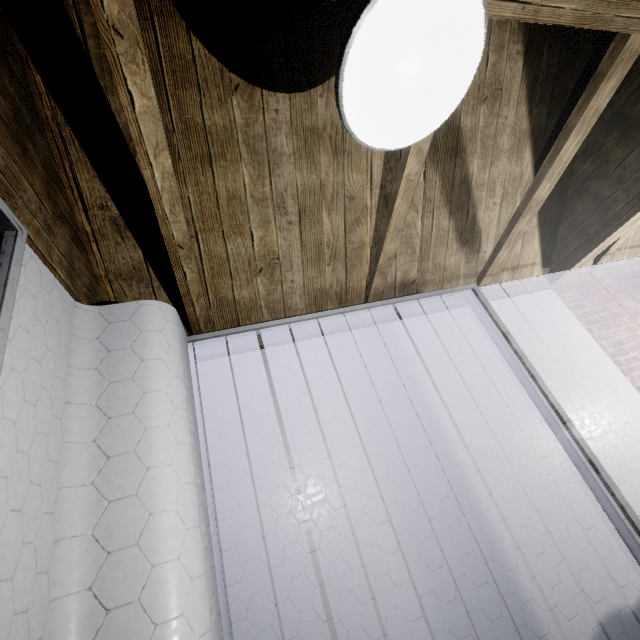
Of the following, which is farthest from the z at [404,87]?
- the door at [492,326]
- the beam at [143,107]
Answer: the door at [492,326]

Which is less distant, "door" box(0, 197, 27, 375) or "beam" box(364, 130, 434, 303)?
"door" box(0, 197, 27, 375)

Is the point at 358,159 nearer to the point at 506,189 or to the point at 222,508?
the point at 506,189

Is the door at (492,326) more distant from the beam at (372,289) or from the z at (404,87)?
the z at (404,87)

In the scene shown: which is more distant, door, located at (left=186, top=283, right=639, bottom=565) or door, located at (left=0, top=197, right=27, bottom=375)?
door, located at (left=186, top=283, right=639, bottom=565)

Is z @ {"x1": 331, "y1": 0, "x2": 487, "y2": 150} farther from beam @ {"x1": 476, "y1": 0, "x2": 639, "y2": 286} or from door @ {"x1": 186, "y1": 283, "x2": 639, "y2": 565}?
door @ {"x1": 186, "y1": 283, "x2": 639, "y2": 565}

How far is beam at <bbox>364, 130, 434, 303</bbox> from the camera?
1.4 meters

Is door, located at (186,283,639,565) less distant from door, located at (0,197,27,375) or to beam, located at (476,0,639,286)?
beam, located at (476,0,639,286)
